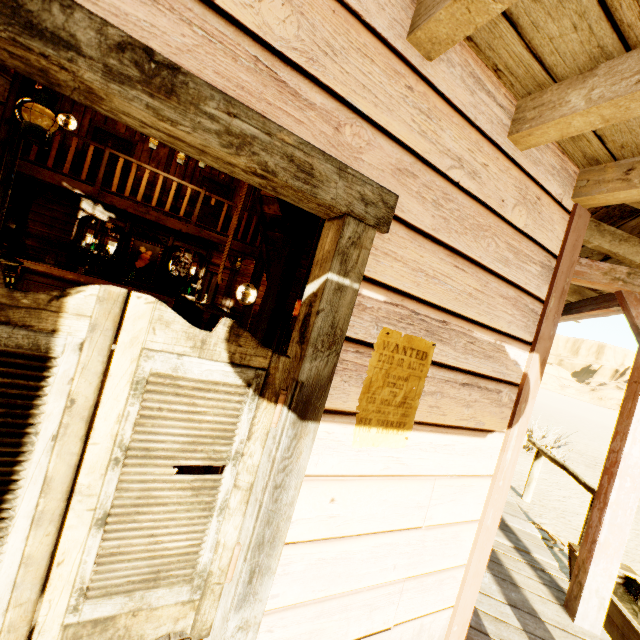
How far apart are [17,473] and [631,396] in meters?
3.7 m

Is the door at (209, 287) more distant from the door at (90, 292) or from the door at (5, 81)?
the door at (90, 292)

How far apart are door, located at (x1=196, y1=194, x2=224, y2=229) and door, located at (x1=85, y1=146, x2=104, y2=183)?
1.84m

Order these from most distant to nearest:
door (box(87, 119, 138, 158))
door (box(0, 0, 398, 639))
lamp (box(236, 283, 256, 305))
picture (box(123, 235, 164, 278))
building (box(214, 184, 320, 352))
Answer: door (box(87, 119, 138, 158)) → picture (box(123, 235, 164, 278)) → lamp (box(236, 283, 256, 305)) → building (box(214, 184, 320, 352)) → door (box(0, 0, 398, 639))

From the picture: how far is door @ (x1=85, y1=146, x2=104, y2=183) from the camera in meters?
9.5 m

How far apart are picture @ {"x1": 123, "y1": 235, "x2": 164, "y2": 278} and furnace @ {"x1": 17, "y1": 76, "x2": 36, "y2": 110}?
4.26m

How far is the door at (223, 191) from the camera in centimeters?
1079cm

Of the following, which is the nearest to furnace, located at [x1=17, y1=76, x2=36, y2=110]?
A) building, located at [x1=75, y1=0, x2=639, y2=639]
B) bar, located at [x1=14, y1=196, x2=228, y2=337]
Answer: building, located at [x1=75, y1=0, x2=639, y2=639]
